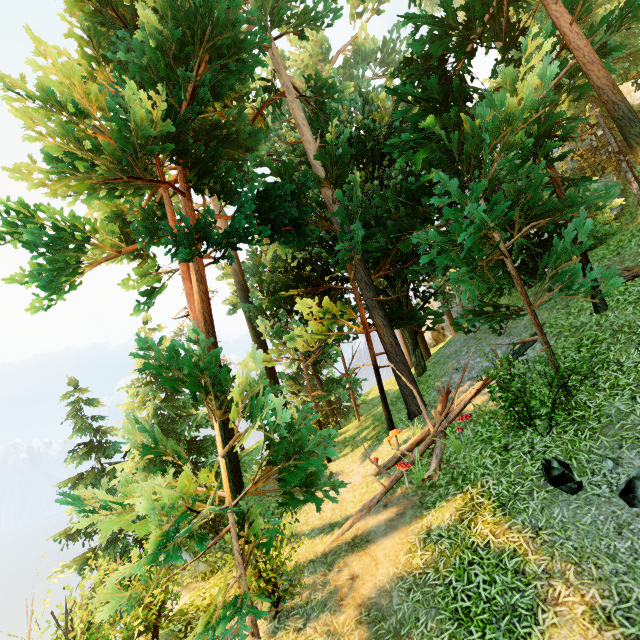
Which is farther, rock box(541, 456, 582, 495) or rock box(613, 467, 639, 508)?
rock box(541, 456, 582, 495)

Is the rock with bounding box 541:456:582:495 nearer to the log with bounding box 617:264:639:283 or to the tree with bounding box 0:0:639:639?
the log with bounding box 617:264:639:283

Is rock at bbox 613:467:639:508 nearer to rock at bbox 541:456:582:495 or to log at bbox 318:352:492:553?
rock at bbox 541:456:582:495

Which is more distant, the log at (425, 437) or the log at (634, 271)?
the log at (634, 271)

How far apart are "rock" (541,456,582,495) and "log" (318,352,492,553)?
2.3 meters

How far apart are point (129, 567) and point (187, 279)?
7.46m

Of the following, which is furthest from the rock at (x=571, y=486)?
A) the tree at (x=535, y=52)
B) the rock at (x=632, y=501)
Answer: the tree at (x=535, y=52)
